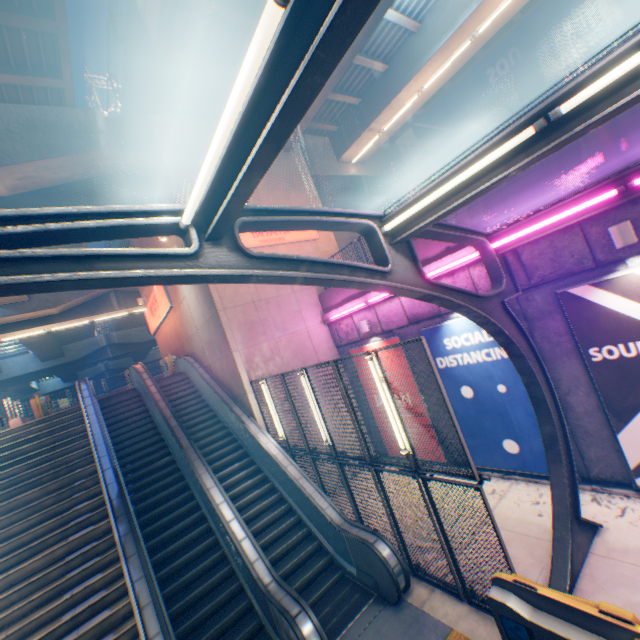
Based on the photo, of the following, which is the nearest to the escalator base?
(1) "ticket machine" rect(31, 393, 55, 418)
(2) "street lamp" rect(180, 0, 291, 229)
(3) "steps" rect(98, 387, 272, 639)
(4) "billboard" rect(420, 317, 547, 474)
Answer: (3) "steps" rect(98, 387, 272, 639)

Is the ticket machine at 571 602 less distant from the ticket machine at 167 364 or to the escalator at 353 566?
the escalator at 353 566

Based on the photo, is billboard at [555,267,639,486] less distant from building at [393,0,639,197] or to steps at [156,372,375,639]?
steps at [156,372,375,639]

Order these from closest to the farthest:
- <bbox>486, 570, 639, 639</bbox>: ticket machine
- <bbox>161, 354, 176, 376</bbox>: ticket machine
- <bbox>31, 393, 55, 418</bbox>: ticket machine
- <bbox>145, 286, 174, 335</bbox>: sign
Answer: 1. <bbox>486, 570, 639, 639</bbox>: ticket machine
2. <bbox>31, 393, 55, 418</bbox>: ticket machine
3. <bbox>145, 286, 174, 335</bbox>: sign
4. <bbox>161, 354, 176, 376</bbox>: ticket machine

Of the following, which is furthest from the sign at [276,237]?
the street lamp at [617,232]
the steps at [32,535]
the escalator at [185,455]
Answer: the street lamp at [617,232]

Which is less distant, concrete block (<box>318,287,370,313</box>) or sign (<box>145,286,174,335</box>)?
concrete block (<box>318,287,370,313</box>)

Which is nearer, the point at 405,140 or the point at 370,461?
the point at 370,461

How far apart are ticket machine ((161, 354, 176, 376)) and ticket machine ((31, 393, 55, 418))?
4.90m
